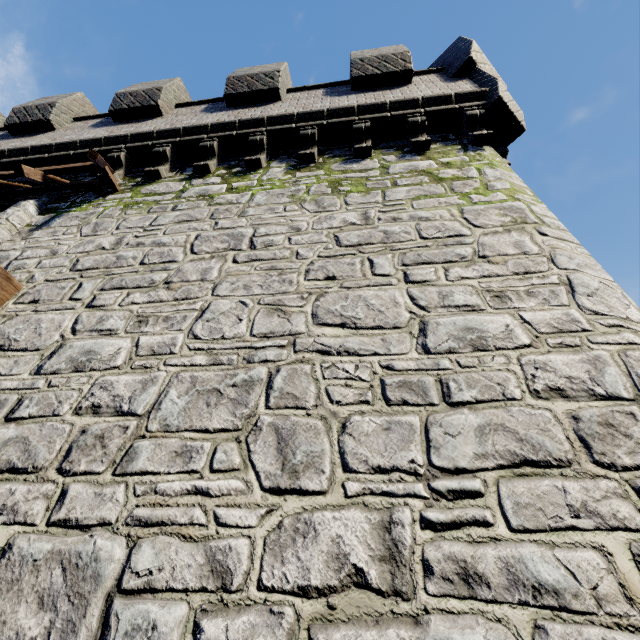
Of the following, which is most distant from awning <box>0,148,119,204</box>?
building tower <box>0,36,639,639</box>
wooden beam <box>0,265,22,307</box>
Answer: wooden beam <box>0,265,22,307</box>

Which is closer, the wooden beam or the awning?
the wooden beam

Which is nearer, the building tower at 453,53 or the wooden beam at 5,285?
the building tower at 453,53

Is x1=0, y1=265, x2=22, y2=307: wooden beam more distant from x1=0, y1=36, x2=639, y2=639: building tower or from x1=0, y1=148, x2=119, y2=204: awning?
x1=0, y1=148, x2=119, y2=204: awning

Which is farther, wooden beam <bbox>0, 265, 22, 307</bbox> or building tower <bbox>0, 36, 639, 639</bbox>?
wooden beam <bbox>0, 265, 22, 307</bbox>

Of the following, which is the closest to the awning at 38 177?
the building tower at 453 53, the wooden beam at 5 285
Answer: the building tower at 453 53

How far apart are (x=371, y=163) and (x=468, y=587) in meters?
5.6
